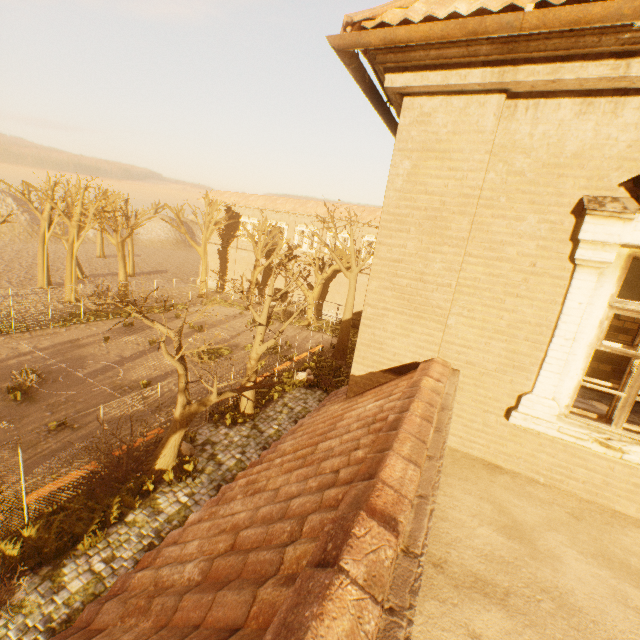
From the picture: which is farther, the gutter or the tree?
the tree

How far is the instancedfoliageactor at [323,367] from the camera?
17.78m

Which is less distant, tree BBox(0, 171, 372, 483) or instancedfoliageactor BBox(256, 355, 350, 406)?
tree BBox(0, 171, 372, 483)

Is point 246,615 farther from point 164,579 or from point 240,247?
point 240,247

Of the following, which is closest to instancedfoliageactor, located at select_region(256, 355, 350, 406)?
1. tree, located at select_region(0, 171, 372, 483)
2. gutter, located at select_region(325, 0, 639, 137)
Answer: tree, located at select_region(0, 171, 372, 483)

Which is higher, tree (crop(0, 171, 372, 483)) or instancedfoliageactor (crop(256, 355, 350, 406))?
tree (crop(0, 171, 372, 483))

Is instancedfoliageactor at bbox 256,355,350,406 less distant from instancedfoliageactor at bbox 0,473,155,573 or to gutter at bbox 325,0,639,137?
gutter at bbox 325,0,639,137

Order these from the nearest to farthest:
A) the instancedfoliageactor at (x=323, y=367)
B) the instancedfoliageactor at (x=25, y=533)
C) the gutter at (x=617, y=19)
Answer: the gutter at (x=617, y=19) → the instancedfoliageactor at (x=25, y=533) → the instancedfoliageactor at (x=323, y=367)
